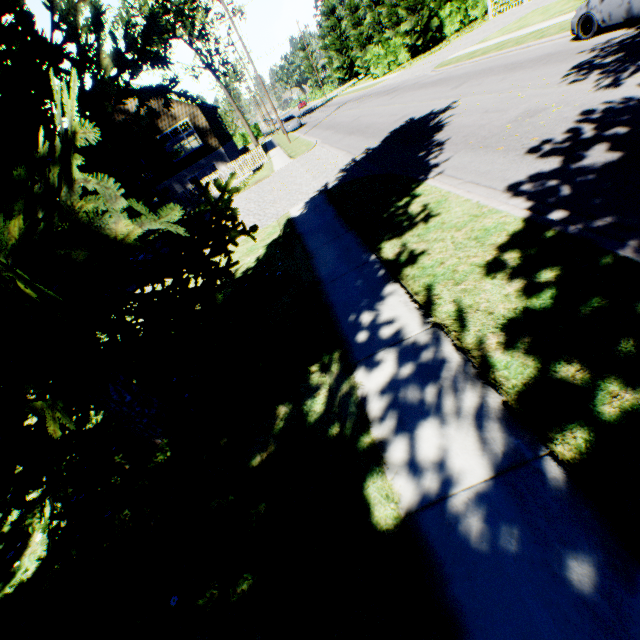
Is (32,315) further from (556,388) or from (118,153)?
(556,388)

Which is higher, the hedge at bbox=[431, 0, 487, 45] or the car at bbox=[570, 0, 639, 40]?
the hedge at bbox=[431, 0, 487, 45]

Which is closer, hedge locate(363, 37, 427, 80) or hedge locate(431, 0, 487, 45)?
hedge locate(431, 0, 487, 45)

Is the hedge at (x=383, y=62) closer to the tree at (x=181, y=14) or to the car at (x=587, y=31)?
the tree at (x=181, y=14)

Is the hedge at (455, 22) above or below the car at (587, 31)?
above

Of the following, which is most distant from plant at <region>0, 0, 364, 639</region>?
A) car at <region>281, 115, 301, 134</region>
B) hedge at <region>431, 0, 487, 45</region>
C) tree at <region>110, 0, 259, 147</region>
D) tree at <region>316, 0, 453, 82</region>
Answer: hedge at <region>431, 0, 487, 45</region>

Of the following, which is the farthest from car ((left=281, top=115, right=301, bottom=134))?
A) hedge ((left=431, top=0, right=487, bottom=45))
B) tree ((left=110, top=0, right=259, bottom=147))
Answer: hedge ((left=431, top=0, right=487, bottom=45))
